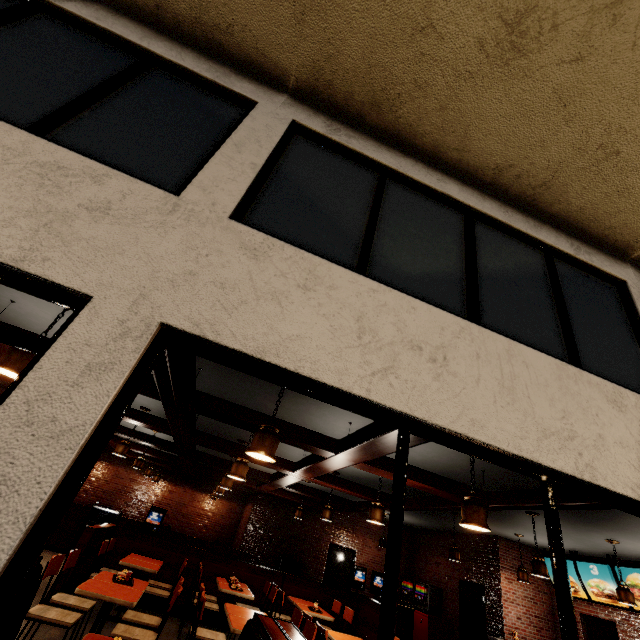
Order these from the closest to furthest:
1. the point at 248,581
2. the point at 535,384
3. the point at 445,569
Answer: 1. the point at 535,384
2. the point at 248,581
3. the point at 445,569
